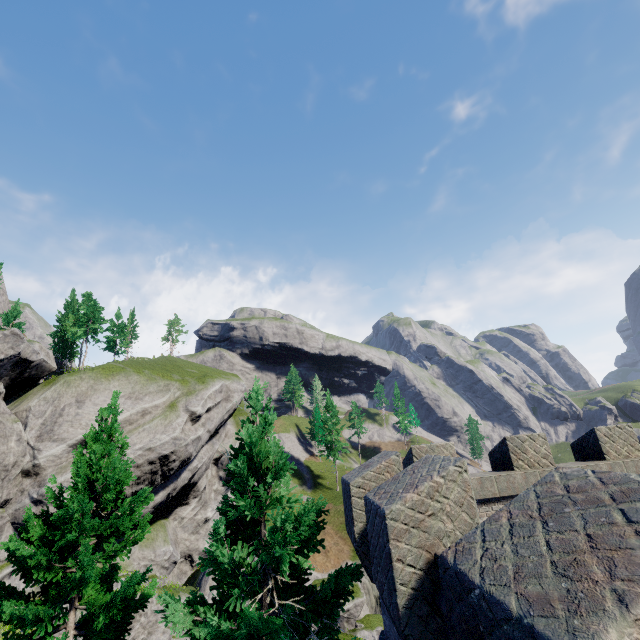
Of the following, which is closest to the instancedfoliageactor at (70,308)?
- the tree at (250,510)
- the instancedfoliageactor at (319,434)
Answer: the tree at (250,510)

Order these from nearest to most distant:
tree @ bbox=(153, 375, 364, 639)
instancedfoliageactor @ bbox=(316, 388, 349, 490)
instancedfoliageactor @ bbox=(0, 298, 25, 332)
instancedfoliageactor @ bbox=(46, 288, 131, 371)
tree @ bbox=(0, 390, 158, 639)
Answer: tree @ bbox=(153, 375, 364, 639) → tree @ bbox=(0, 390, 158, 639) → instancedfoliageactor @ bbox=(0, 298, 25, 332) → instancedfoliageactor @ bbox=(46, 288, 131, 371) → instancedfoliageactor @ bbox=(316, 388, 349, 490)

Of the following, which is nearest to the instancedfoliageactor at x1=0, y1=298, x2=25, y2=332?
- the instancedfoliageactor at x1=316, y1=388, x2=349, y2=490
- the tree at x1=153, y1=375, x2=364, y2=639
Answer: the tree at x1=153, y1=375, x2=364, y2=639

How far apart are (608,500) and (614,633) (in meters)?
0.96

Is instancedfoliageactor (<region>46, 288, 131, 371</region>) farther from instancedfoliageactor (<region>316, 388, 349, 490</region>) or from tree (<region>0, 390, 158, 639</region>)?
instancedfoliageactor (<region>316, 388, 349, 490</region>)

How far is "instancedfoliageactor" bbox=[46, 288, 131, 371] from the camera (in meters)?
45.84
